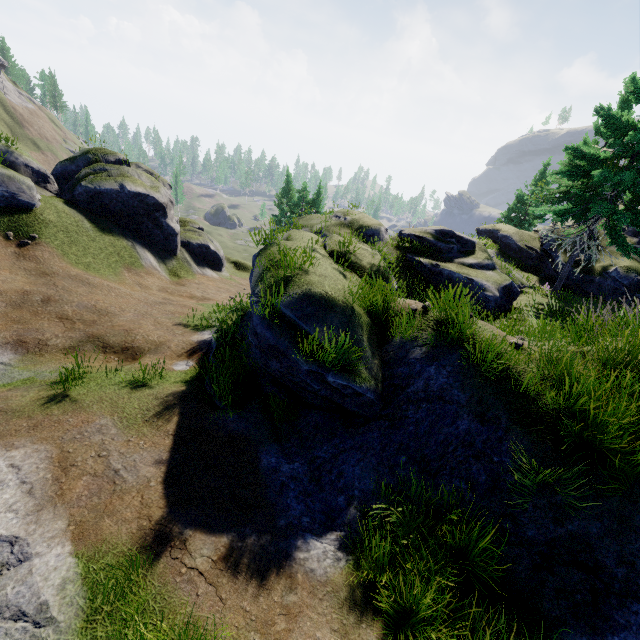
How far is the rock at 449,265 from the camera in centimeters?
1292cm

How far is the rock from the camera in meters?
12.9

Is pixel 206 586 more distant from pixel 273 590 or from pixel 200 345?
pixel 200 345
